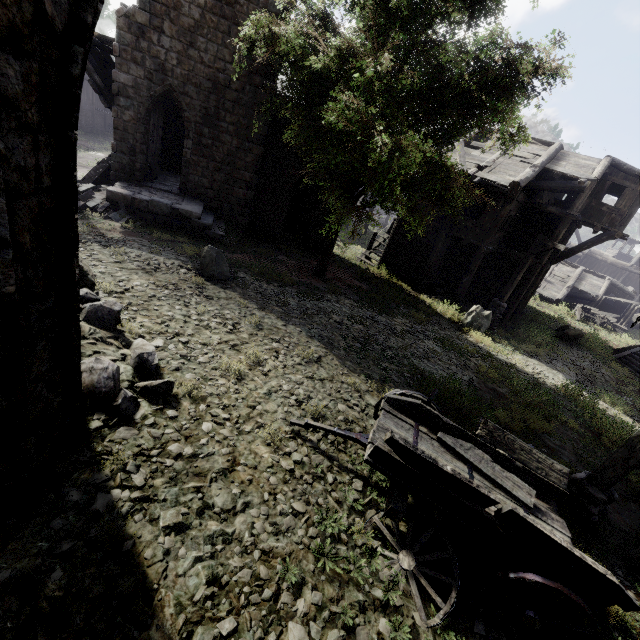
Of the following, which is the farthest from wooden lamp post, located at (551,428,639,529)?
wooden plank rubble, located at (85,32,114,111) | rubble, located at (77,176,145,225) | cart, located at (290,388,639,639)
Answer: wooden plank rubble, located at (85,32,114,111)

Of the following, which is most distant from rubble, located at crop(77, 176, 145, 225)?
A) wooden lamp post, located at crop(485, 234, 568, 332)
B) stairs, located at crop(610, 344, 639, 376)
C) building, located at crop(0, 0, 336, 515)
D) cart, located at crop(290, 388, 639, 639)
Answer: stairs, located at crop(610, 344, 639, 376)

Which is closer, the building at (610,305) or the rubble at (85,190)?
the rubble at (85,190)

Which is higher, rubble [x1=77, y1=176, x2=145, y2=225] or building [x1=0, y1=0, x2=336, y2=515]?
building [x1=0, y1=0, x2=336, y2=515]

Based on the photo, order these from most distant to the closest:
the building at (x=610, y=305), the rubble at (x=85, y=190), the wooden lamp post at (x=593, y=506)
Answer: the building at (x=610, y=305)
the rubble at (x=85, y=190)
the wooden lamp post at (x=593, y=506)

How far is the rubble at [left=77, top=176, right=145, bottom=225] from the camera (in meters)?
11.99

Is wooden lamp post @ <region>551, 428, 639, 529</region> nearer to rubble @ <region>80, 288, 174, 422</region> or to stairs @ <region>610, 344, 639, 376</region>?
rubble @ <region>80, 288, 174, 422</region>

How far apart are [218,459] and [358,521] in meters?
2.0
